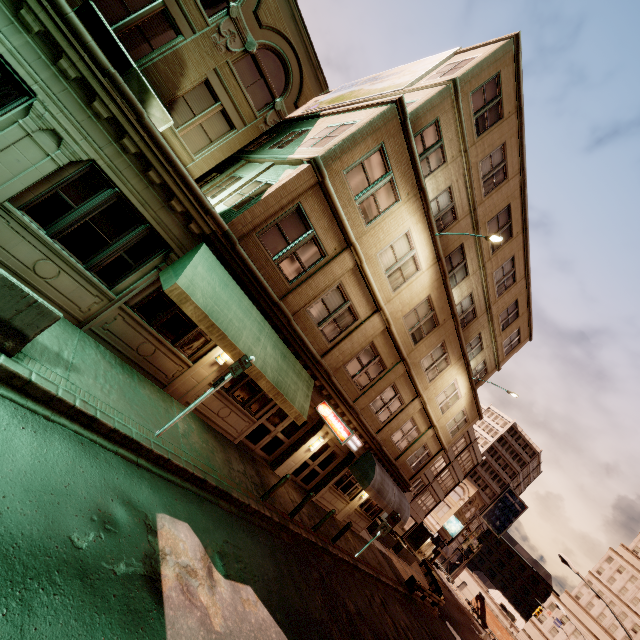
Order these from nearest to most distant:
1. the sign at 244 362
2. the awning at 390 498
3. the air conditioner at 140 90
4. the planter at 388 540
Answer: the sign at 244 362 < the air conditioner at 140 90 < the awning at 390 498 < the planter at 388 540

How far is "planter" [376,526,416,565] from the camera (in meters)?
26.72

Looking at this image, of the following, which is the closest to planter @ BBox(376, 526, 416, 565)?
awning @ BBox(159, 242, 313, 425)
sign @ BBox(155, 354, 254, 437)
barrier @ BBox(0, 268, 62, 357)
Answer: awning @ BBox(159, 242, 313, 425)

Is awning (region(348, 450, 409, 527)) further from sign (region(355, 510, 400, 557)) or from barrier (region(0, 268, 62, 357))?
barrier (region(0, 268, 62, 357))

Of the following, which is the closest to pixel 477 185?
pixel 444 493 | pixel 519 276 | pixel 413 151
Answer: pixel 413 151

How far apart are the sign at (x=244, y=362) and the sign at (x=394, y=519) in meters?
13.8

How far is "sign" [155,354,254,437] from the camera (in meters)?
8.16

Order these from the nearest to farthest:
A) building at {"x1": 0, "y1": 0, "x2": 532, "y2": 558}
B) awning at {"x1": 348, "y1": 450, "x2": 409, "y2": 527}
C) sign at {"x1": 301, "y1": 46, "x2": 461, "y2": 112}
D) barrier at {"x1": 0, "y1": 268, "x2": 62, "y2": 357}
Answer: barrier at {"x1": 0, "y1": 268, "x2": 62, "y2": 357}, building at {"x1": 0, "y1": 0, "x2": 532, "y2": 558}, sign at {"x1": 301, "y1": 46, "x2": 461, "y2": 112}, awning at {"x1": 348, "y1": 450, "x2": 409, "y2": 527}
